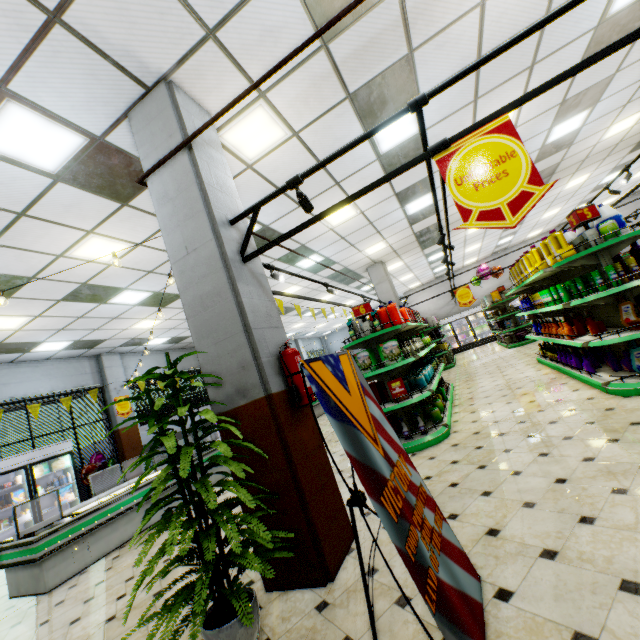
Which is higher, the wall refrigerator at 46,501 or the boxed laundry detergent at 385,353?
the boxed laundry detergent at 385,353

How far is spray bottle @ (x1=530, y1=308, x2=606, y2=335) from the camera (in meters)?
4.73

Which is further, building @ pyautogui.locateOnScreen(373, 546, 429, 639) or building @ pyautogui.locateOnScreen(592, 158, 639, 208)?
building @ pyautogui.locateOnScreen(592, 158, 639, 208)

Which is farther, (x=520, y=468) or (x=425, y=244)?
(x=425, y=244)

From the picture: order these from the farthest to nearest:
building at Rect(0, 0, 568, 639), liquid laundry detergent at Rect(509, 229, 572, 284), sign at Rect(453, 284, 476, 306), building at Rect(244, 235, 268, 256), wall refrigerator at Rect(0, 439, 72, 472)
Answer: sign at Rect(453, 284, 476, 306), wall refrigerator at Rect(0, 439, 72, 472), liquid laundry detergent at Rect(509, 229, 572, 284), building at Rect(244, 235, 268, 256), building at Rect(0, 0, 568, 639)

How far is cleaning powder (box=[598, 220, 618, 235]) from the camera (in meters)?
4.14

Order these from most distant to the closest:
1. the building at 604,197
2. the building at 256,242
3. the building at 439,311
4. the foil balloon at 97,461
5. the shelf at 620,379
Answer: the building at 439,311 < the building at 604,197 < the foil balloon at 97,461 < the shelf at 620,379 < the building at 256,242

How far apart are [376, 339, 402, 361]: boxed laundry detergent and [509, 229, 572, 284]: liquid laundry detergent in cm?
261
